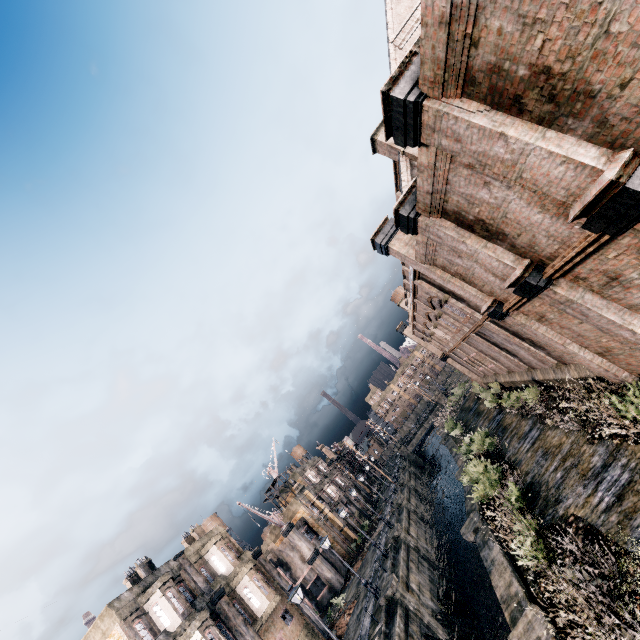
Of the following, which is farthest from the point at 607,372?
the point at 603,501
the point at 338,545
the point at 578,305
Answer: the point at 338,545

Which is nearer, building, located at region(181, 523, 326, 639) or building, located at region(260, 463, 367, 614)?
building, located at region(181, 523, 326, 639)

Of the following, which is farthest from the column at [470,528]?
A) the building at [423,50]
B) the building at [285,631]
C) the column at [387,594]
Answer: the building at [285,631]

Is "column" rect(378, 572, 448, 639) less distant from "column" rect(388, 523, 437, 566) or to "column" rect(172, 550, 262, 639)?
"column" rect(388, 523, 437, 566)

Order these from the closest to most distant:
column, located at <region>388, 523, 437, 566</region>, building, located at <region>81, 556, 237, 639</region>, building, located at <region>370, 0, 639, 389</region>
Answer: building, located at <region>370, 0, 639, 389</region> → building, located at <region>81, 556, 237, 639</region> → column, located at <region>388, 523, 437, 566</region>

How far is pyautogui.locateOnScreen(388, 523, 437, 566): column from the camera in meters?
29.2

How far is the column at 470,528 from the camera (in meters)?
17.19

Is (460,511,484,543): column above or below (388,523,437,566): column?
below
